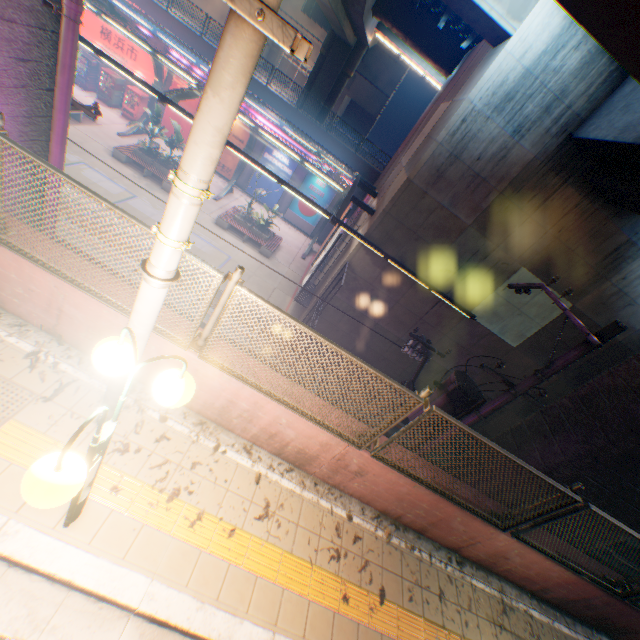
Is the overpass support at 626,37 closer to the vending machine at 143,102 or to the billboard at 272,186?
the billboard at 272,186

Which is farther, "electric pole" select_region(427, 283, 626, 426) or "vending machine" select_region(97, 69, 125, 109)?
"vending machine" select_region(97, 69, 125, 109)

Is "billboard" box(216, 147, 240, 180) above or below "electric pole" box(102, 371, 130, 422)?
below

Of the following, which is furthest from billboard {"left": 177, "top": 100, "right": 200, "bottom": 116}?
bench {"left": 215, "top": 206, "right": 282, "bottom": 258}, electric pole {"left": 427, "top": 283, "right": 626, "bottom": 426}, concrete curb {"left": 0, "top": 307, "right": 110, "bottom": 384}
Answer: electric pole {"left": 427, "top": 283, "right": 626, "bottom": 426}

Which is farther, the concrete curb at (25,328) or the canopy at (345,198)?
the canopy at (345,198)

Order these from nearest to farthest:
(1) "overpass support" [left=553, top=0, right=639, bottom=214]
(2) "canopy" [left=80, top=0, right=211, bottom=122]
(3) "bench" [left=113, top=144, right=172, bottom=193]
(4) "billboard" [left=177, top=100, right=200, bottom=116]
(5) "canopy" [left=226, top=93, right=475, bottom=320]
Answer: (1) "overpass support" [left=553, top=0, right=639, bottom=214] < (2) "canopy" [left=80, top=0, right=211, bottom=122] < (5) "canopy" [left=226, top=93, right=475, bottom=320] < (3) "bench" [left=113, top=144, right=172, bottom=193] < (4) "billboard" [left=177, top=100, right=200, bottom=116]

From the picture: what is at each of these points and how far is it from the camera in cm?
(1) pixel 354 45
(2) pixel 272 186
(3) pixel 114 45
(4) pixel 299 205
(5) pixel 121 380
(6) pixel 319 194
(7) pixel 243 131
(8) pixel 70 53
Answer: (1) overpass support, 2700
(2) billboard, 2502
(3) sign, 2173
(4) billboard, 2544
(5) electric pole, 321
(6) billboard, 2473
(7) billboard, 2331
(8) pipe, 457

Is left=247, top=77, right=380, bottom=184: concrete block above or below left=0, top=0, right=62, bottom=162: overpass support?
below
